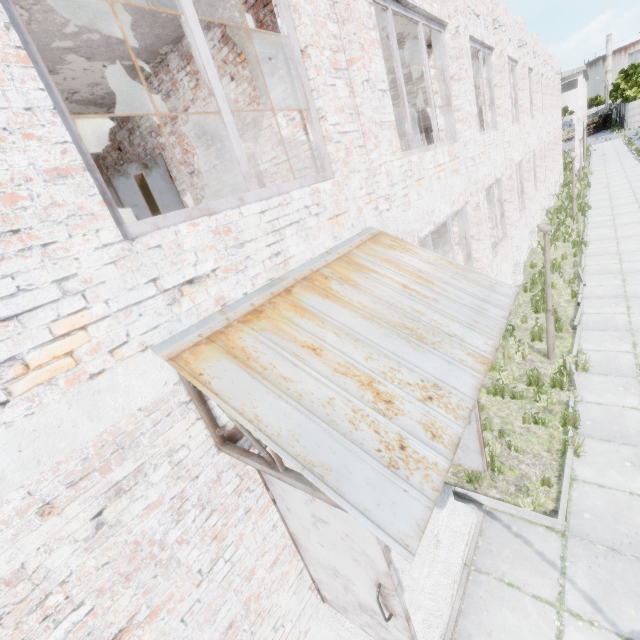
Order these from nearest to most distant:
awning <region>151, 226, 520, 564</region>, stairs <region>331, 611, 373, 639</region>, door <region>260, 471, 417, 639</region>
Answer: awning <region>151, 226, 520, 564</region> → door <region>260, 471, 417, 639</region> → stairs <region>331, 611, 373, 639</region>

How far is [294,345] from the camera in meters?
2.4 m

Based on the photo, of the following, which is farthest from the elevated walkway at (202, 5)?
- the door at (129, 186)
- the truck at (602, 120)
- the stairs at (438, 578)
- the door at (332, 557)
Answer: the truck at (602, 120)

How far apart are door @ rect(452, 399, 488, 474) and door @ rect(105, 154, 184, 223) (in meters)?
4.40

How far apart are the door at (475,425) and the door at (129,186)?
4.40m

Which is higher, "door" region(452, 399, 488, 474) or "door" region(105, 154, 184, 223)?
"door" region(105, 154, 184, 223)

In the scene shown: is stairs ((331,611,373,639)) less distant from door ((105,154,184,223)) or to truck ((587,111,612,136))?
door ((105,154,184,223))

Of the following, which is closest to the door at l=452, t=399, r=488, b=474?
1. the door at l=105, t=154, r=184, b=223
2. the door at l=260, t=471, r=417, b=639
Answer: the door at l=260, t=471, r=417, b=639
